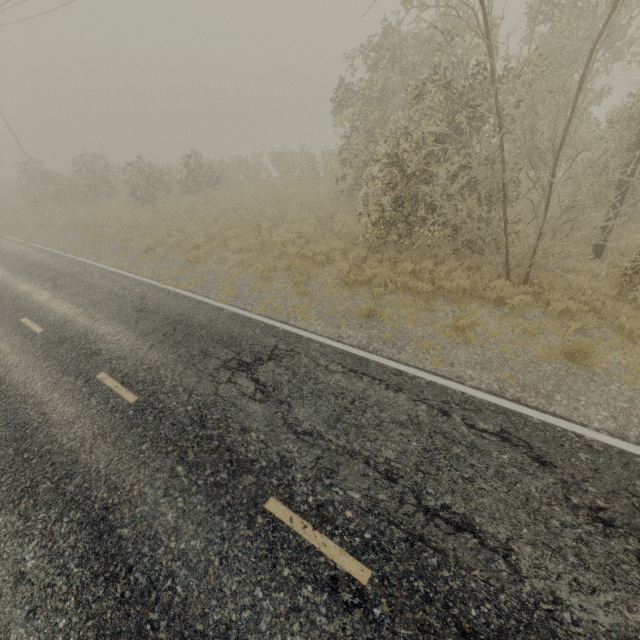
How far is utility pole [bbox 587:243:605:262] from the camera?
9.2m

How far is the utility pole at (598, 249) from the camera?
9.16m

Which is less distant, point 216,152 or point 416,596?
point 416,596
